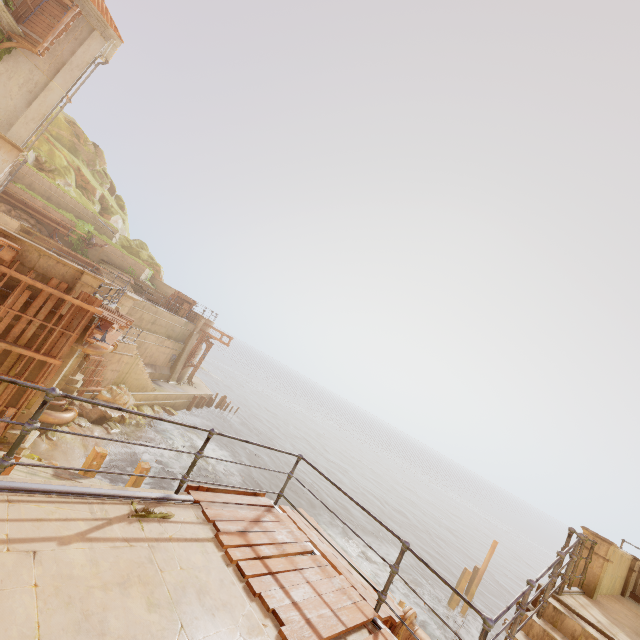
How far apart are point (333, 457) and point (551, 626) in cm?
5090

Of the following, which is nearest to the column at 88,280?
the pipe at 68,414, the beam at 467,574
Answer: the pipe at 68,414

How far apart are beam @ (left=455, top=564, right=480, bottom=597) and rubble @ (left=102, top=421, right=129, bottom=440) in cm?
2403

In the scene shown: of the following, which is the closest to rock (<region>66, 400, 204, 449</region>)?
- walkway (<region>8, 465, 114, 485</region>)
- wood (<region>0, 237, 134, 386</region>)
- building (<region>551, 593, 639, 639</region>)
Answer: walkway (<region>8, 465, 114, 485</region>)

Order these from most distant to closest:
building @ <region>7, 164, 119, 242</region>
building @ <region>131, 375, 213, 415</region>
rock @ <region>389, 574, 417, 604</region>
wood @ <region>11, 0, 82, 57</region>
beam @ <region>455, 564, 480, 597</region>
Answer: building @ <region>131, 375, 213, 415</region> < building @ <region>7, 164, 119, 242</region> < beam @ <region>455, 564, 480, 597</region> < rock @ <region>389, 574, 417, 604</region> < wood @ <region>11, 0, 82, 57</region>

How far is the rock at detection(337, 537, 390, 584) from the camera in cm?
2052

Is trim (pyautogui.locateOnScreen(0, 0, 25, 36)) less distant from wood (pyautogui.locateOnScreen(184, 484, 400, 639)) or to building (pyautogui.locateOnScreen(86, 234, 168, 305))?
building (pyautogui.locateOnScreen(86, 234, 168, 305))

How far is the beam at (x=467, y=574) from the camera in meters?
20.7
